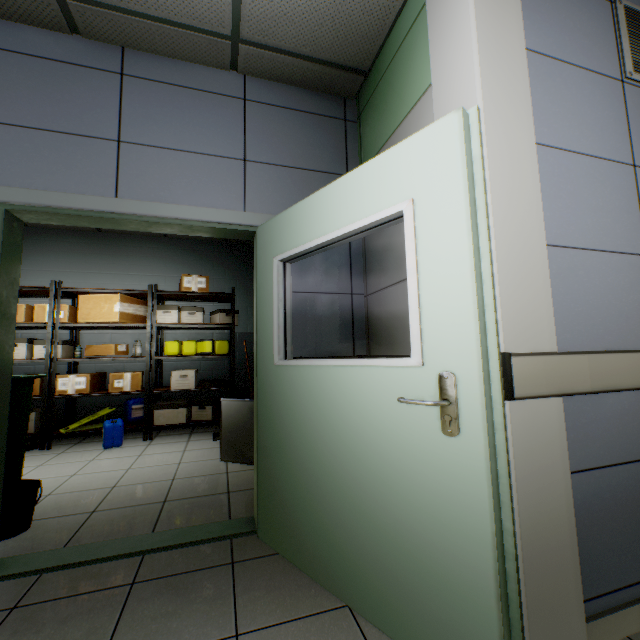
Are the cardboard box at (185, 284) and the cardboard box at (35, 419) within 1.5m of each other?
no

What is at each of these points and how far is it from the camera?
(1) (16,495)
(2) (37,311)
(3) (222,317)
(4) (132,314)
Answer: (1) bottle, 2.14m
(2) cardboard box, 4.43m
(3) cardboard box, 5.29m
(4) cardboard box, 4.80m

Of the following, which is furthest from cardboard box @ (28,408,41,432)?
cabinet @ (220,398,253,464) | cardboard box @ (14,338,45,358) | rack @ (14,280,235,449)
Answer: cabinet @ (220,398,253,464)

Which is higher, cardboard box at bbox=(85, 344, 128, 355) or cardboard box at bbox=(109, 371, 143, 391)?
cardboard box at bbox=(85, 344, 128, 355)

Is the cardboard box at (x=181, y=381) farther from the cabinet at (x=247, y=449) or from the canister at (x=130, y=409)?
the cabinet at (x=247, y=449)

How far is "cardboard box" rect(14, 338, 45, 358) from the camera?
4.5m

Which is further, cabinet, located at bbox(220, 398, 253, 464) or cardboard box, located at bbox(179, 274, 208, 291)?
cardboard box, located at bbox(179, 274, 208, 291)

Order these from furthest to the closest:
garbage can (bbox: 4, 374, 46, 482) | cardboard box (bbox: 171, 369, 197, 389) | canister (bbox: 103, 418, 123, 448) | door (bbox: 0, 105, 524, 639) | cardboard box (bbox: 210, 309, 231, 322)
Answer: cardboard box (bbox: 210, 309, 231, 322) < cardboard box (bbox: 171, 369, 197, 389) < canister (bbox: 103, 418, 123, 448) < garbage can (bbox: 4, 374, 46, 482) < door (bbox: 0, 105, 524, 639)
